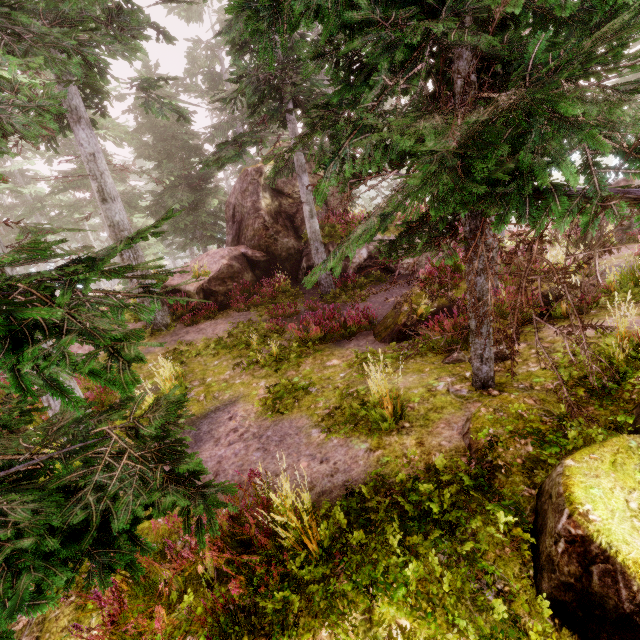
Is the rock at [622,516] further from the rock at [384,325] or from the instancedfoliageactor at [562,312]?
the rock at [384,325]

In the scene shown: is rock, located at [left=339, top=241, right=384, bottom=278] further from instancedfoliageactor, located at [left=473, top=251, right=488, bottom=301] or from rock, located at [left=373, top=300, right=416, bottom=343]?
rock, located at [left=373, top=300, right=416, bottom=343]

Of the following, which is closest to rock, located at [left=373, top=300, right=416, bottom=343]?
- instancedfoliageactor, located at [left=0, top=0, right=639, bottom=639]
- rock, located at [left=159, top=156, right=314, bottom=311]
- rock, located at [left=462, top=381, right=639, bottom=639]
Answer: instancedfoliageactor, located at [left=0, top=0, right=639, bottom=639]

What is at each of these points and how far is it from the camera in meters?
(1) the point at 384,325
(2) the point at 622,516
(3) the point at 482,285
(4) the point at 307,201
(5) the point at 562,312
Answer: (1) rock, 10.4
(2) rock, 2.5
(3) instancedfoliageactor, 5.1
(4) instancedfoliageactor, 13.3
(5) instancedfoliageactor, 8.7

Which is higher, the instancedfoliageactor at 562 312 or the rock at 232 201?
the rock at 232 201

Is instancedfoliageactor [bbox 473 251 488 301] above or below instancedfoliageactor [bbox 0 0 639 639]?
above

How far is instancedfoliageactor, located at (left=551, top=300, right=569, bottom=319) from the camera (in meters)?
8.66

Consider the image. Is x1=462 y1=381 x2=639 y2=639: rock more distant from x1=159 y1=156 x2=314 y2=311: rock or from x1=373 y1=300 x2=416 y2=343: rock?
x1=159 y1=156 x2=314 y2=311: rock
